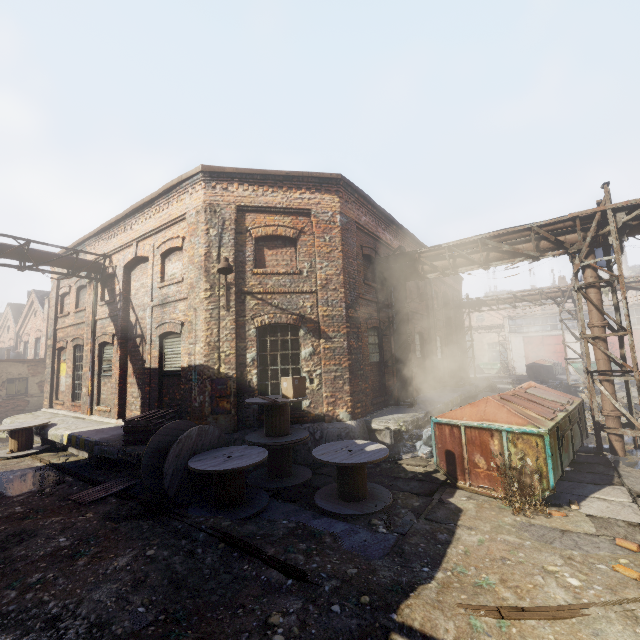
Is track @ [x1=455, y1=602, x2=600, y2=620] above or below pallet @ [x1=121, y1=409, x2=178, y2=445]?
below

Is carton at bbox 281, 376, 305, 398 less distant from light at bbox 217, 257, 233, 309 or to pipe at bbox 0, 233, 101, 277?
light at bbox 217, 257, 233, 309

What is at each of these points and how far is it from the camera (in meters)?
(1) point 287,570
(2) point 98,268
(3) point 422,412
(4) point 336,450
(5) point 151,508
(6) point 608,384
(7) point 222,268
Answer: (1) track, 4.23
(2) pipe, 12.92
(3) building, 10.84
(4) spool, 6.62
(5) track, 6.25
(6) pipe, 8.42
(7) light, 8.51

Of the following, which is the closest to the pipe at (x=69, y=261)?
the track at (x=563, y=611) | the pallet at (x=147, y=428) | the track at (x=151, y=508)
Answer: the pallet at (x=147, y=428)

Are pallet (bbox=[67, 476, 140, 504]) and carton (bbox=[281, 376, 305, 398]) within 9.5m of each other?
yes

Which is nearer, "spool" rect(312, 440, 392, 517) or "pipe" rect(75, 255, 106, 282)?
"spool" rect(312, 440, 392, 517)

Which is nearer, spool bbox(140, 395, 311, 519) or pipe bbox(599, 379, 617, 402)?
spool bbox(140, 395, 311, 519)

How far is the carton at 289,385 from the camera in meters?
7.6 m
